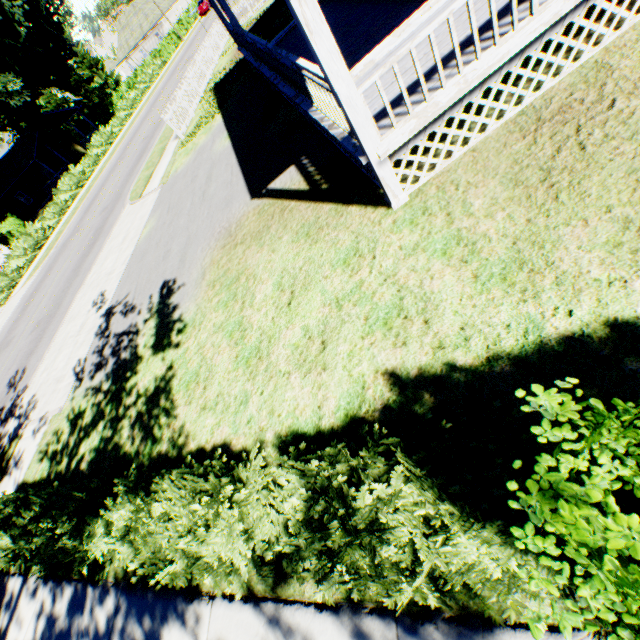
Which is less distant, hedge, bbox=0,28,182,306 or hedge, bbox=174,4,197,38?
hedge, bbox=0,28,182,306

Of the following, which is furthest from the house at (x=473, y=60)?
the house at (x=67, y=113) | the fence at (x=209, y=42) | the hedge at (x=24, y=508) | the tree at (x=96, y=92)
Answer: the tree at (x=96, y=92)

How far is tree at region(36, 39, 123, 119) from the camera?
45.8m

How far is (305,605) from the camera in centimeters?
314cm

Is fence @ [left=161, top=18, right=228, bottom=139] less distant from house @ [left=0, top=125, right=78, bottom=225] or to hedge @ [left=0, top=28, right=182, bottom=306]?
hedge @ [left=0, top=28, right=182, bottom=306]

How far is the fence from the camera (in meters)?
16.25

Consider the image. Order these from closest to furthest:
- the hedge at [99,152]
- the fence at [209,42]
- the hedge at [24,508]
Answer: the hedge at [24,508], the fence at [209,42], the hedge at [99,152]

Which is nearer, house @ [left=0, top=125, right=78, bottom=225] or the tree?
house @ [left=0, top=125, right=78, bottom=225]
